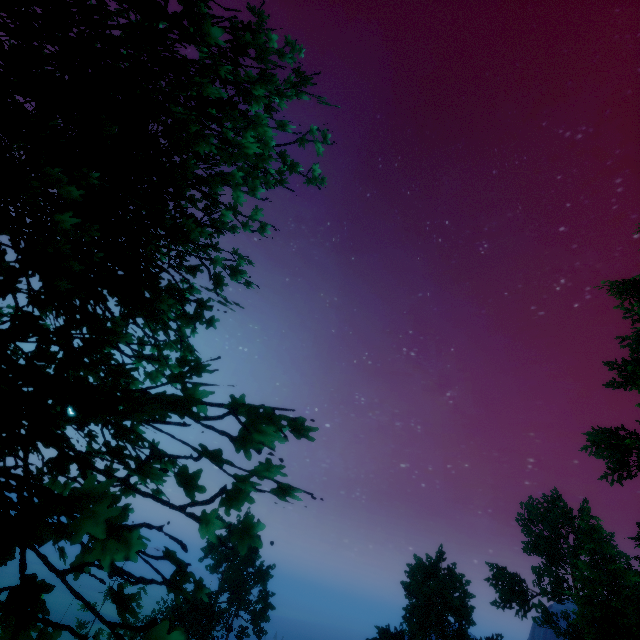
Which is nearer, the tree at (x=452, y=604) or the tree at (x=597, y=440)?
the tree at (x=597, y=440)

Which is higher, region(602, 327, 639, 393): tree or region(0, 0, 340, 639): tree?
region(602, 327, 639, 393): tree

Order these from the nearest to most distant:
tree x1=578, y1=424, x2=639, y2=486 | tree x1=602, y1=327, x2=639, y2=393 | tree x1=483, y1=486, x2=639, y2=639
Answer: tree x1=602, y1=327, x2=639, y2=393 → tree x1=578, y1=424, x2=639, y2=486 → tree x1=483, y1=486, x2=639, y2=639

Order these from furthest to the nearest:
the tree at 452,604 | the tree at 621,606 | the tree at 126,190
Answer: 1. the tree at 452,604
2. the tree at 621,606
3. the tree at 126,190

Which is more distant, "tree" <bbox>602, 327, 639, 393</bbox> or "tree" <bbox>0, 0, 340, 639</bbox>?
"tree" <bbox>602, 327, 639, 393</bbox>

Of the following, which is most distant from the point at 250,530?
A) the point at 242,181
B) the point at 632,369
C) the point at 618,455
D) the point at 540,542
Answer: the point at 540,542
